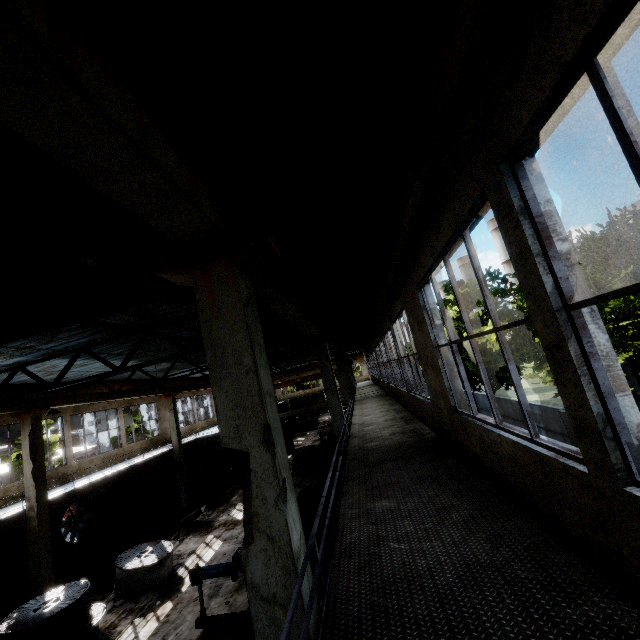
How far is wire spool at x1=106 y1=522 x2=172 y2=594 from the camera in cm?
1212

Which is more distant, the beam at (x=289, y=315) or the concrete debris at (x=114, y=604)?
the concrete debris at (x=114, y=604)

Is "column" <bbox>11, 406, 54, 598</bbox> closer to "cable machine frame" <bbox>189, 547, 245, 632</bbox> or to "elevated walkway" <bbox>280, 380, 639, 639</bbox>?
"elevated walkway" <bbox>280, 380, 639, 639</bbox>

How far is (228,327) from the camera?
3.1m

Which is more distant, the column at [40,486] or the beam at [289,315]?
the column at [40,486]

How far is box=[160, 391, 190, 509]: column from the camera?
21.7 meters

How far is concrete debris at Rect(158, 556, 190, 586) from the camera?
12.6m

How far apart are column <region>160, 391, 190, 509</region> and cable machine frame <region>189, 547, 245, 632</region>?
13.6m
